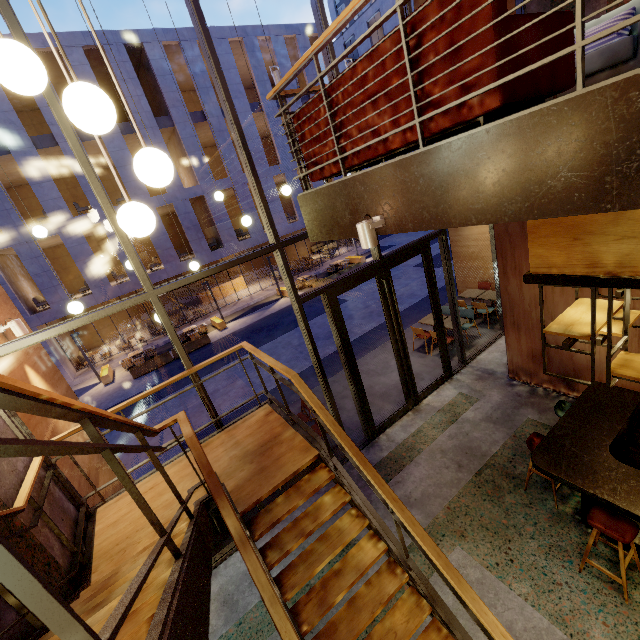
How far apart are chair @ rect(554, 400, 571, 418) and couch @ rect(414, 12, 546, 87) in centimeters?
443cm

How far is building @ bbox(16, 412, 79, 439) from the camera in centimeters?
416cm

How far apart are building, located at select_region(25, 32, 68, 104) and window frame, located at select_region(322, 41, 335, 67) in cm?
1676

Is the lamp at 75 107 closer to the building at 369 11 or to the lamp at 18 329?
the lamp at 18 329

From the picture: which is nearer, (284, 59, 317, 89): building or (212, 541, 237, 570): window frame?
(212, 541, 237, 570): window frame

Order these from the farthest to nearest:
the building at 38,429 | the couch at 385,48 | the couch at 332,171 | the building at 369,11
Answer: the building at 369,11, the building at 38,429, the couch at 332,171, the couch at 385,48

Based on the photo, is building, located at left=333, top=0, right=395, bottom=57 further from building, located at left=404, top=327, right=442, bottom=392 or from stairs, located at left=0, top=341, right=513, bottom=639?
stairs, located at left=0, top=341, right=513, bottom=639

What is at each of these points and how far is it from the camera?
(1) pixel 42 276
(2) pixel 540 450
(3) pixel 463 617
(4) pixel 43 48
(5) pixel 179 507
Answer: (1) building, 16.6 meters
(2) bar counter, 4.3 meters
(3) building, 3.9 meters
(4) building, 15.4 meters
(5) stairs, 2.8 meters
